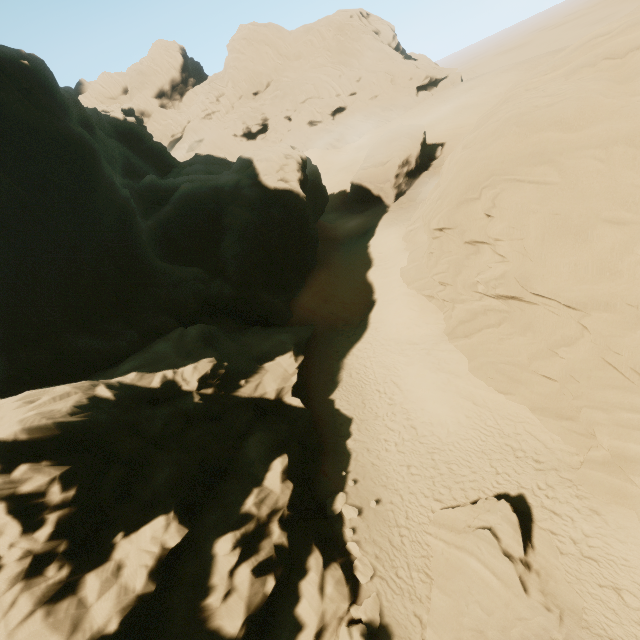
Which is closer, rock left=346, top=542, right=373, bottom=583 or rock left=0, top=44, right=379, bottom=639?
rock left=0, top=44, right=379, bottom=639

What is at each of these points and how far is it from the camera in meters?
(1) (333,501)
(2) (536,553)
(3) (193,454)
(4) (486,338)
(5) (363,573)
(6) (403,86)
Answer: (1) rock, 14.5 m
(2) rock, 10.8 m
(3) rock, 13.3 m
(4) rock, 16.5 m
(5) rock, 12.1 m
(6) rock, 54.0 m

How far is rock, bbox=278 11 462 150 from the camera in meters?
53.6

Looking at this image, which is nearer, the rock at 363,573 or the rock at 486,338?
the rock at 486,338

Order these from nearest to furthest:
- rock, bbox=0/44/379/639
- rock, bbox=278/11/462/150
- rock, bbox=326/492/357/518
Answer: rock, bbox=0/44/379/639 < rock, bbox=326/492/357/518 < rock, bbox=278/11/462/150

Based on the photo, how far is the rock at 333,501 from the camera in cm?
1396
